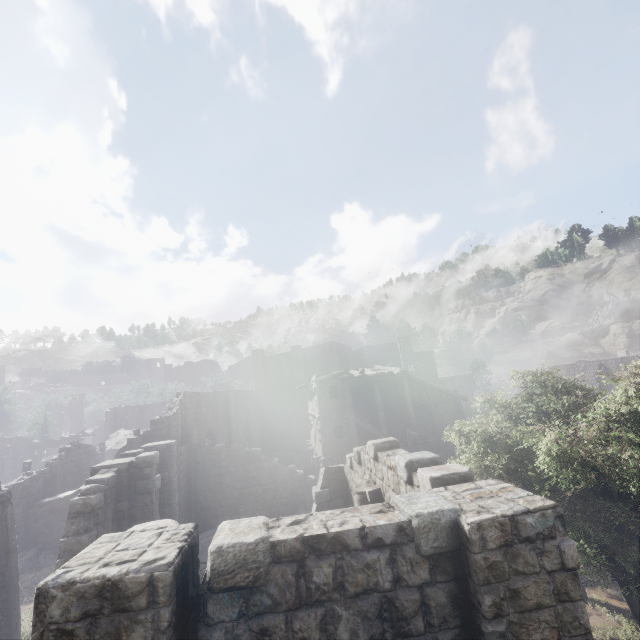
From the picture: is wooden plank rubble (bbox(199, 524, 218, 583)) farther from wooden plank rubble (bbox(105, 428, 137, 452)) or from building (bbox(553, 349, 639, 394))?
wooden plank rubble (bbox(105, 428, 137, 452))

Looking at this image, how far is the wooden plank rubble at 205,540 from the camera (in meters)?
15.62

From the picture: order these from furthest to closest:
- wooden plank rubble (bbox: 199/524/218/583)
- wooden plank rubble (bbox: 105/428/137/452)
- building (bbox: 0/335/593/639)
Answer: wooden plank rubble (bbox: 105/428/137/452), wooden plank rubble (bbox: 199/524/218/583), building (bbox: 0/335/593/639)

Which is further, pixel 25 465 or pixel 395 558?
pixel 25 465

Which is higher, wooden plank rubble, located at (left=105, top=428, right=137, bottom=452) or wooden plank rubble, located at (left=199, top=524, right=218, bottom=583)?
wooden plank rubble, located at (left=105, top=428, right=137, bottom=452)

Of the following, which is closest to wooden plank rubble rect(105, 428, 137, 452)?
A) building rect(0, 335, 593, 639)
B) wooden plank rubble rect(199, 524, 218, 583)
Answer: building rect(0, 335, 593, 639)

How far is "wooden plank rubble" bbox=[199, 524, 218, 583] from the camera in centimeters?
1562cm

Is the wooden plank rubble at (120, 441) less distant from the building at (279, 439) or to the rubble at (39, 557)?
the building at (279, 439)
